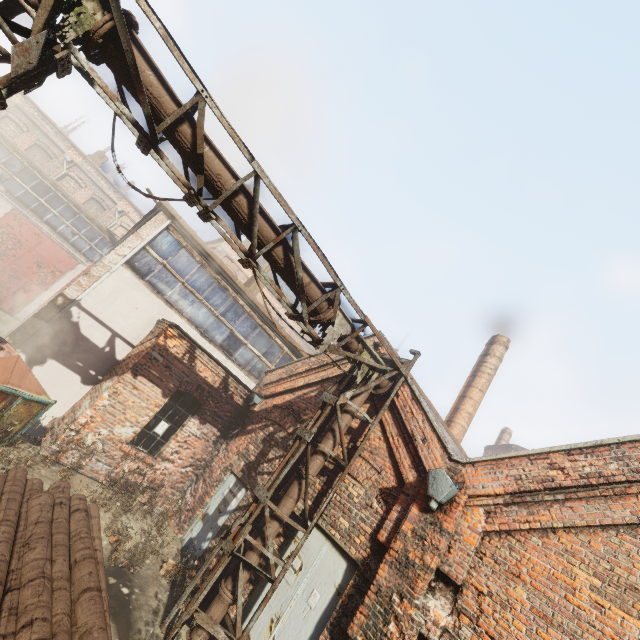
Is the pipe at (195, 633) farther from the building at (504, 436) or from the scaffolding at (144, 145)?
the building at (504, 436)

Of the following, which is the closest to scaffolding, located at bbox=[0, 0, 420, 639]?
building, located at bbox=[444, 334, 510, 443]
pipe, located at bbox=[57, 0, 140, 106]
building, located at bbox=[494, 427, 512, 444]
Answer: pipe, located at bbox=[57, 0, 140, 106]

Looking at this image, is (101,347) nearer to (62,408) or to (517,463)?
(62,408)

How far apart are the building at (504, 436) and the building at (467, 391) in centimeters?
1877cm

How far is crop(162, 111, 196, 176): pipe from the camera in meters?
4.4 m

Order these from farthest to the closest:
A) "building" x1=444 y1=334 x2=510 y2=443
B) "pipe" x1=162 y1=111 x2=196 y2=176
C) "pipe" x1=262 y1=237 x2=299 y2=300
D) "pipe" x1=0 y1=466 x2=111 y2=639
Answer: "building" x1=444 y1=334 x2=510 y2=443 → "pipe" x1=262 y1=237 x2=299 y2=300 → "pipe" x1=162 y1=111 x2=196 y2=176 → "pipe" x1=0 y1=466 x2=111 y2=639

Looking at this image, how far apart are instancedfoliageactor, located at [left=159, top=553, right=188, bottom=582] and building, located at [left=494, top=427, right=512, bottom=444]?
29.49m
